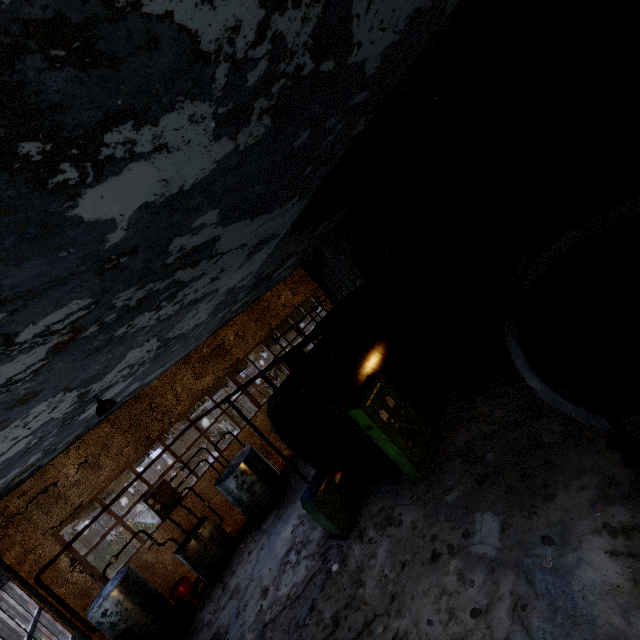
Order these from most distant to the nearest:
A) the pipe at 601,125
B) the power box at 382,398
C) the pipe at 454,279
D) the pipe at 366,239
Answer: the pipe at 454,279, the pipe at 366,239, the power box at 382,398, the pipe at 601,125

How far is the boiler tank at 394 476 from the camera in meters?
8.4 m

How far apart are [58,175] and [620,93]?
8.7m

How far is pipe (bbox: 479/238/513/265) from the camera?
13.3m

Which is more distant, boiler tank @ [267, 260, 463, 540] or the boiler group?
the boiler group

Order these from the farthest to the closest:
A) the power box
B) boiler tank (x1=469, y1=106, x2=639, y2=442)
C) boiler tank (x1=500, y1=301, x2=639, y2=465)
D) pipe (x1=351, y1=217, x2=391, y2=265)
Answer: pipe (x1=351, y1=217, x2=391, y2=265) < the power box < boiler tank (x1=500, y1=301, x2=639, y2=465) < boiler tank (x1=469, y1=106, x2=639, y2=442)

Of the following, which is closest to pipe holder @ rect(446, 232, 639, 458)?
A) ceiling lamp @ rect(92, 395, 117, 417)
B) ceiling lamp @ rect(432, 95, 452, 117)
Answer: ceiling lamp @ rect(432, 95, 452, 117)

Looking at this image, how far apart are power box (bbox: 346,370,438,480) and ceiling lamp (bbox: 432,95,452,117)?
7.6 meters
